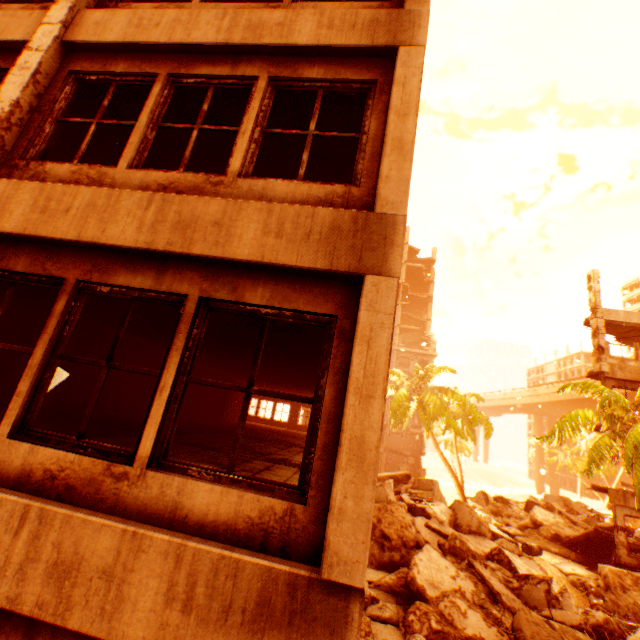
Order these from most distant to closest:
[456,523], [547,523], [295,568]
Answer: [547,523], [456,523], [295,568]

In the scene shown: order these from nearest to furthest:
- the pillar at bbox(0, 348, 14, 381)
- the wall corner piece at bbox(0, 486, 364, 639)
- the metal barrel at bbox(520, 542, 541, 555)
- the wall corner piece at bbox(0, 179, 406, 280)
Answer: the wall corner piece at bbox(0, 486, 364, 639) < the wall corner piece at bbox(0, 179, 406, 280) < the pillar at bbox(0, 348, 14, 381) < the metal barrel at bbox(520, 542, 541, 555)

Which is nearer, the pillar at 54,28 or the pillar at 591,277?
the pillar at 54,28

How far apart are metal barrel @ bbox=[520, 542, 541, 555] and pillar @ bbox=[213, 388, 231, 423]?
16.4 meters

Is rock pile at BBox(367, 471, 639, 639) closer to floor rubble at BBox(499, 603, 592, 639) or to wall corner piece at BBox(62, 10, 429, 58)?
floor rubble at BBox(499, 603, 592, 639)

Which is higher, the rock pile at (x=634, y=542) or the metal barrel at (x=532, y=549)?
the rock pile at (x=634, y=542)

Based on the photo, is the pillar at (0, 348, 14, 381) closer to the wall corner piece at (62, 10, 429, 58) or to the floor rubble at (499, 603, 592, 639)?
the wall corner piece at (62, 10, 429, 58)

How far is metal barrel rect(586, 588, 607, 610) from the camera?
12.2 meters
